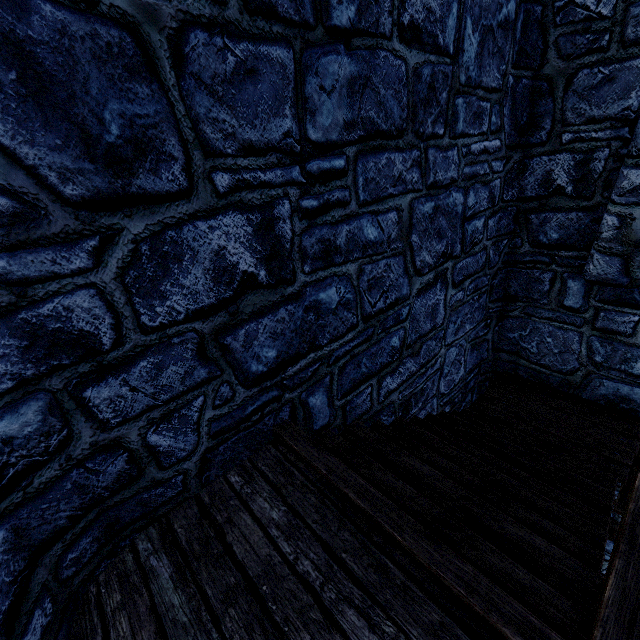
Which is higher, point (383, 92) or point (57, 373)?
point (383, 92)
